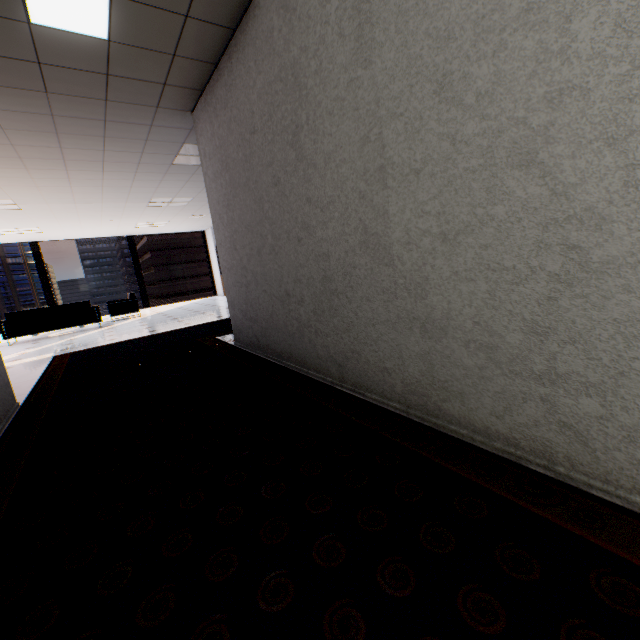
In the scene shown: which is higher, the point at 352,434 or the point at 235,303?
the point at 235,303

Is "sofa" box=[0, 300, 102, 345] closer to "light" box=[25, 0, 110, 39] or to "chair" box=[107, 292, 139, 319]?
"chair" box=[107, 292, 139, 319]

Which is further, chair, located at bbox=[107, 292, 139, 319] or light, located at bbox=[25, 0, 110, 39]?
chair, located at bbox=[107, 292, 139, 319]

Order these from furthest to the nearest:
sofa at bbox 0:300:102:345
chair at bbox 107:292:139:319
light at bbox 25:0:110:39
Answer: chair at bbox 107:292:139:319 → sofa at bbox 0:300:102:345 → light at bbox 25:0:110:39

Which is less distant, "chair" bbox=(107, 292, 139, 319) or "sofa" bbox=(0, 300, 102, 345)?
"sofa" bbox=(0, 300, 102, 345)

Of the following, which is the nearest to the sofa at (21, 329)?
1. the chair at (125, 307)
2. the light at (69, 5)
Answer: the chair at (125, 307)

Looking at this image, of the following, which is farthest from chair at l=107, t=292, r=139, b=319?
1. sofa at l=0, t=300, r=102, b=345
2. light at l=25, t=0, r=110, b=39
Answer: light at l=25, t=0, r=110, b=39

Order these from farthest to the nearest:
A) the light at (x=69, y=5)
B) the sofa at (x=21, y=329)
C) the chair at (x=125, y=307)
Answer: the chair at (x=125, y=307), the sofa at (x=21, y=329), the light at (x=69, y=5)
